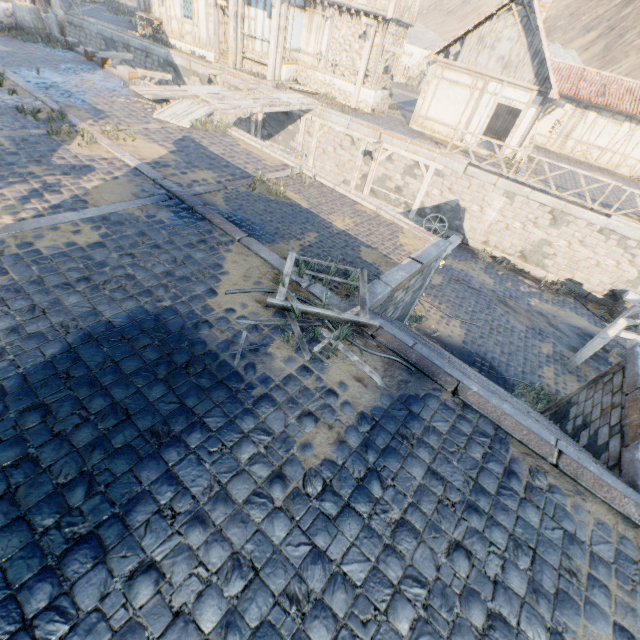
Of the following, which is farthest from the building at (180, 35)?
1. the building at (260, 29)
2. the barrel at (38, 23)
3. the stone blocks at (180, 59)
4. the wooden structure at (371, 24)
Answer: the wooden structure at (371, 24)

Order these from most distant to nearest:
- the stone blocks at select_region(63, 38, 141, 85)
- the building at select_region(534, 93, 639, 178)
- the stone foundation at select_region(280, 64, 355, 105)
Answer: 1. the building at select_region(534, 93, 639, 178)
2. the stone foundation at select_region(280, 64, 355, 105)
3. the stone blocks at select_region(63, 38, 141, 85)

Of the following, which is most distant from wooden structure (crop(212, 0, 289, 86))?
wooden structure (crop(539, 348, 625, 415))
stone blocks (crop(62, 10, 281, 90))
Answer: wooden structure (crop(539, 348, 625, 415))

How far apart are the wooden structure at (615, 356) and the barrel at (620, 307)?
8.2m

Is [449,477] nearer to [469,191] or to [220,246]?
[220,246]

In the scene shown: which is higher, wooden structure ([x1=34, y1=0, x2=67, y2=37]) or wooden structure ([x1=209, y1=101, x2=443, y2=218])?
wooden structure ([x1=34, y1=0, x2=67, y2=37])

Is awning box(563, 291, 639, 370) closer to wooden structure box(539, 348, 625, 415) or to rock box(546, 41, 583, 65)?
wooden structure box(539, 348, 625, 415)

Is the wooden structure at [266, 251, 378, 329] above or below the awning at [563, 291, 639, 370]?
above
